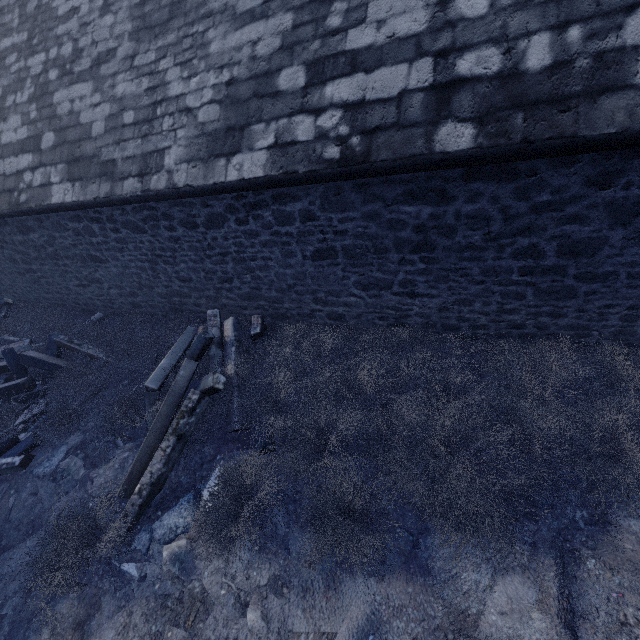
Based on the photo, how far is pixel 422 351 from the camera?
4.6m

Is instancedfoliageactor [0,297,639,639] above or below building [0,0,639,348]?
below

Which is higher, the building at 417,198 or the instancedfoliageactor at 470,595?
the building at 417,198
